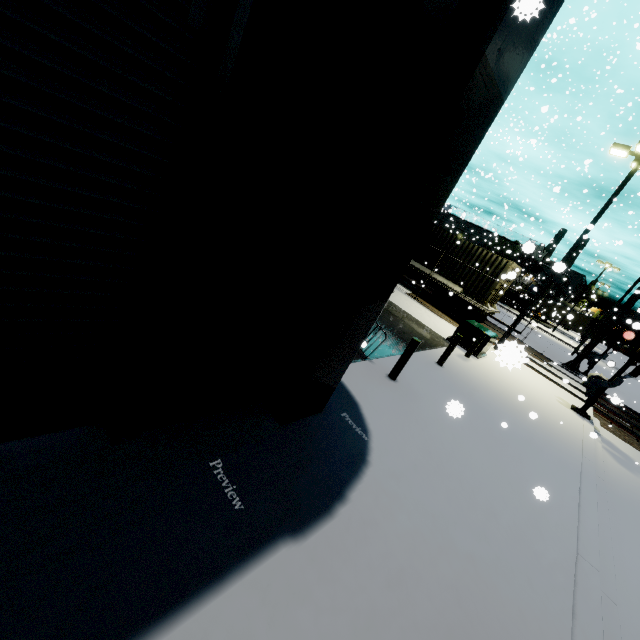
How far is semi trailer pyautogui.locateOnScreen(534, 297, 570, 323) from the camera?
28.0m

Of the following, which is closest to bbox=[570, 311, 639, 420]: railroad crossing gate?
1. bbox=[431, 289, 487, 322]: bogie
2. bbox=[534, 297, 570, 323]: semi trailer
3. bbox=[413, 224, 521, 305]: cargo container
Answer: bbox=[413, 224, 521, 305]: cargo container

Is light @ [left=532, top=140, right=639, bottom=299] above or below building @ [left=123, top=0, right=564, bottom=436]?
above

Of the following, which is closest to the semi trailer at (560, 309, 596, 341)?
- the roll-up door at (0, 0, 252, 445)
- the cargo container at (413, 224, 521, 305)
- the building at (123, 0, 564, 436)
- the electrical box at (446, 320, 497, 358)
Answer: the building at (123, 0, 564, 436)

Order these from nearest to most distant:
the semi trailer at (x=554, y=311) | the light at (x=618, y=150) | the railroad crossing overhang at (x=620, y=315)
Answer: the light at (x=618, y=150)
the railroad crossing overhang at (x=620, y=315)
the semi trailer at (x=554, y=311)

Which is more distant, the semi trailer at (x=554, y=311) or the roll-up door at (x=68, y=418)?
the semi trailer at (x=554, y=311)

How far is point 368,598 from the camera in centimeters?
318cm

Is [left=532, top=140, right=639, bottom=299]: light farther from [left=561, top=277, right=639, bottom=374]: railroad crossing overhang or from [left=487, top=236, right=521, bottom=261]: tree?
[left=487, top=236, right=521, bottom=261]: tree
